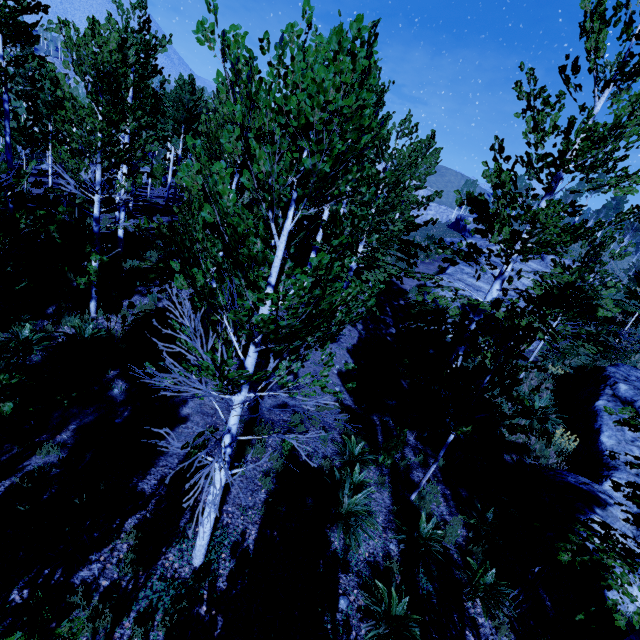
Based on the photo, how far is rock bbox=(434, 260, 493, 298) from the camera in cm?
2123

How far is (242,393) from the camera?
3.7m

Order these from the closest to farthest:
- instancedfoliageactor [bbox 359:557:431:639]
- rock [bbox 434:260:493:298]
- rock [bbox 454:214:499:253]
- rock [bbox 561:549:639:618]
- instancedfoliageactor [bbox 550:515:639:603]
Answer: instancedfoliageactor [bbox 550:515:639:603] → instancedfoliageactor [bbox 359:557:431:639] → rock [bbox 561:549:639:618] → rock [bbox 434:260:493:298] → rock [bbox 454:214:499:253]

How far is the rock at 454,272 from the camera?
21.23m

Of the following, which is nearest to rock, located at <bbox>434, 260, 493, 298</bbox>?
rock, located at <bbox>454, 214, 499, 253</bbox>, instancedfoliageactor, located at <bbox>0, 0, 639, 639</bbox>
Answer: instancedfoliageactor, located at <bbox>0, 0, 639, 639</bbox>

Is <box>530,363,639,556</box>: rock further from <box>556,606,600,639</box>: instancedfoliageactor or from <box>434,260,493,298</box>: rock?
<box>434,260,493,298</box>: rock

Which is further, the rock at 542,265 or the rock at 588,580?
the rock at 542,265
